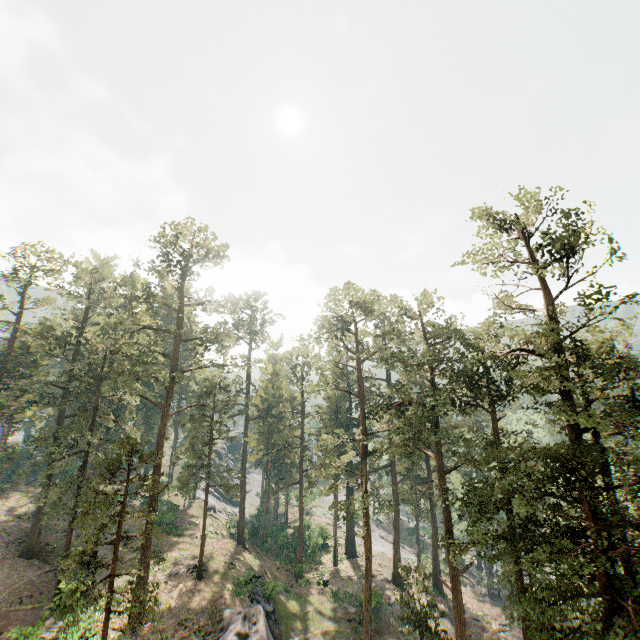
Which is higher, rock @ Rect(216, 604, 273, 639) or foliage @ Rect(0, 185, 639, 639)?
foliage @ Rect(0, 185, 639, 639)

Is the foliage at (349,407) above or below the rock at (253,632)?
above

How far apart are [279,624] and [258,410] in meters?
24.9 m

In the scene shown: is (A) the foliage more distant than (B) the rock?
No

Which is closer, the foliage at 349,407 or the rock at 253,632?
the foliage at 349,407
